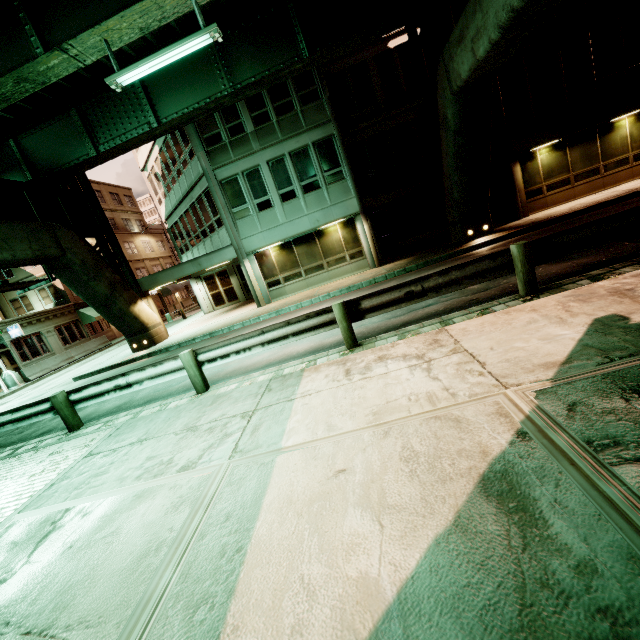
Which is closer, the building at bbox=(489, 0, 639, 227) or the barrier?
the building at bbox=(489, 0, 639, 227)

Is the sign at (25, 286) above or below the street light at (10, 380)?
above

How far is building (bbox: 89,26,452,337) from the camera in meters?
16.0

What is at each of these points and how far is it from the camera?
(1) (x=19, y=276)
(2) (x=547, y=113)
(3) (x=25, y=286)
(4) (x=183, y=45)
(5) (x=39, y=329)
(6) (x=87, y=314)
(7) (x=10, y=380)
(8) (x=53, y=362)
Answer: (1) building, 30.4 meters
(2) building, 14.7 meters
(3) sign, 14.6 meters
(4) fluorescent light, 8.4 meters
(5) building, 27.0 meters
(6) awning, 30.8 meters
(7) street light, 21.8 meters
(8) barrier, 24.6 meters

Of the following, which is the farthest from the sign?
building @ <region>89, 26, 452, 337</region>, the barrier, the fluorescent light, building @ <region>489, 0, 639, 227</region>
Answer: building @ <region>489, 0, 639, 227</region>

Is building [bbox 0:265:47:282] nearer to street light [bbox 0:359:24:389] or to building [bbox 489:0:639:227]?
street light [bbox 0:359:24:389]

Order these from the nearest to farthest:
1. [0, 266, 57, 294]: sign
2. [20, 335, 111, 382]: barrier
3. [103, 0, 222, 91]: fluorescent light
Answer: [103, 0, 222, 91]: fluorescent light < [0, 266, 57, 294]: sign < [20, 335, 111, 382]: barrier

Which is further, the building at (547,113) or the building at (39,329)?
the building at (39,329)
